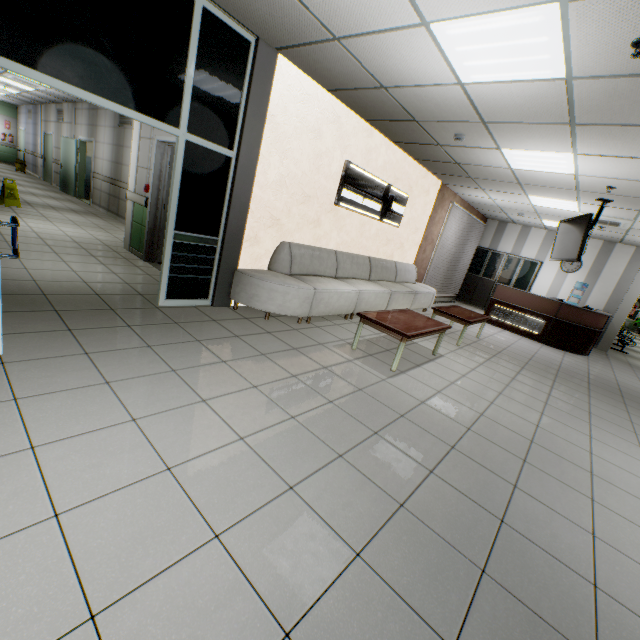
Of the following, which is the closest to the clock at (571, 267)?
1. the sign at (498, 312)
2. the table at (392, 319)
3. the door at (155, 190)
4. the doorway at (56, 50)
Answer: the sign at (498, 312)

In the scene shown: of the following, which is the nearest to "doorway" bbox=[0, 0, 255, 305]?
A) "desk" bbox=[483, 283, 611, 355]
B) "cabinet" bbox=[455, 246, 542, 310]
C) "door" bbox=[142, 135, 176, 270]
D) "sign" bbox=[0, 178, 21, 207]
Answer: "door" bbox=[142, 135, 176, 270]

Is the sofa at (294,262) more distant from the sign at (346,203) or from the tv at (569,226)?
the tv at (569,226)

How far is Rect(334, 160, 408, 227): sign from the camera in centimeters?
561cm

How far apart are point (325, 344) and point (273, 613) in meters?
3.2

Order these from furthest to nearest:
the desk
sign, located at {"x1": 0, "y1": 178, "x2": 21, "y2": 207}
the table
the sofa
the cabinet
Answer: the cabinet → the desk → sign, located at {"x1": 0, "y1": 178, "x2": 21, "y2": 207} → the sofa → the table

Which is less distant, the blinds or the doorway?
the doorway

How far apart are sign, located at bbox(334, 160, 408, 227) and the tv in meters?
3.2
